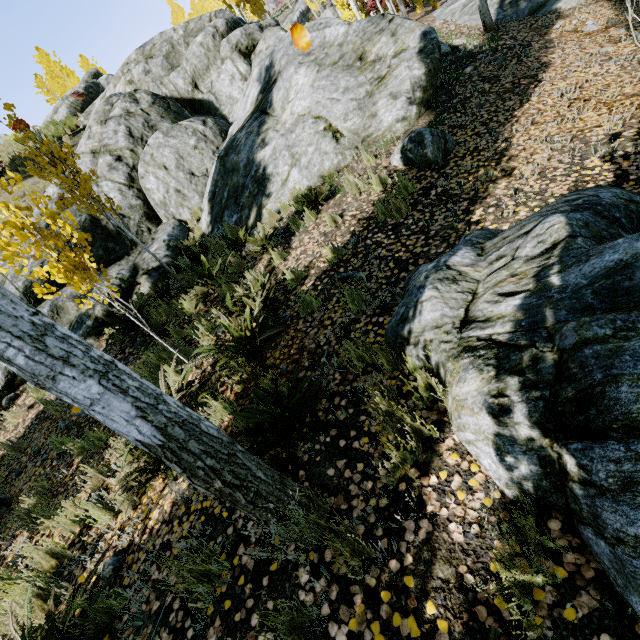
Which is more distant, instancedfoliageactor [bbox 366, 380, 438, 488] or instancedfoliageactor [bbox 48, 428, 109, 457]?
instancedfoliageactor [bbox 48, 428, 109, 457]

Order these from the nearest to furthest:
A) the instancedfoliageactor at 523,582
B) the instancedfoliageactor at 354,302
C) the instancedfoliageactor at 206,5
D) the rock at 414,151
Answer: the instancedfoliageactor at 523,582 < the instancedfoliageactor at 354,302 < the rock at 414,151 < the instancedfoliageactor at 206,5

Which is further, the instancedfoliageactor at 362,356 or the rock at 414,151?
the rock at 414,151

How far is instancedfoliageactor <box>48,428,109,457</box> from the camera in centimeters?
470cm

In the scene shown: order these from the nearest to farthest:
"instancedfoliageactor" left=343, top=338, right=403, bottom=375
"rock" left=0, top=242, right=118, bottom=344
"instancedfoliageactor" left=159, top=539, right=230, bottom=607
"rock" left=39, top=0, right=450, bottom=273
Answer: "instancedfoliageactor" left=159, top=539, right=230, bottom=607, "instancedfoliageactor" left=343, top=338, right=403, bottom=375, "rock" left=39, top=0, right=450, bottom=273, "rock" left=0, top=242, right=118, bottom=344

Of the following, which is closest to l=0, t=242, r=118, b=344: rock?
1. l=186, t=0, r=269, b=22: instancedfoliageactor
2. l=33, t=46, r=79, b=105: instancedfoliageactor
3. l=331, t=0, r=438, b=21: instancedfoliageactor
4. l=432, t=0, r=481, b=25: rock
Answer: l=186, t=0, r=269, b=22: instancedfoliageactor

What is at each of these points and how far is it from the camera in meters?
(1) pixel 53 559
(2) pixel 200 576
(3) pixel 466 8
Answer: (1) instancedfoliageactor, 3.5 m
(2) instancedfoliageactor, 2.2 m
(3) rock, 10.5 m

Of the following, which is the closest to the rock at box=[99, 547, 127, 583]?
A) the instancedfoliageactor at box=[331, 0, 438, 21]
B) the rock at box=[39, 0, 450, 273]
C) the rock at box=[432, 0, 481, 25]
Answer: the rock at box=[39, 0, 450, 273]
